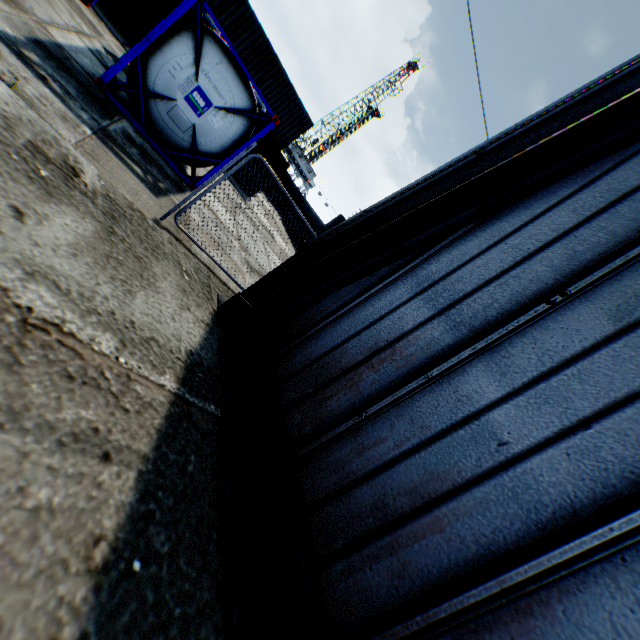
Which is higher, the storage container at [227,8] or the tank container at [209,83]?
the storage container at [227,8]

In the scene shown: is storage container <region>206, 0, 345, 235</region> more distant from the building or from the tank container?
the building

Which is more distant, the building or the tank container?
the tank container

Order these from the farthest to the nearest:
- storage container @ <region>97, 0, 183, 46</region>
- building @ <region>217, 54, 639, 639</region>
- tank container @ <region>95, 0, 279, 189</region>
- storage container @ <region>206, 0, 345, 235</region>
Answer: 1. storage container @ <region>206, 0, 345, 235</region>
2. storage container @ <region>97, 0, 183, 46</region>
3. tank container @ <region>95, 0, 279, 189</region>
4. building @ <region>217, 54, 639, 639</region>

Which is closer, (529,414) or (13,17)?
(529,414)

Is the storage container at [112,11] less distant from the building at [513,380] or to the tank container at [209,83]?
the tank container at [209,83]

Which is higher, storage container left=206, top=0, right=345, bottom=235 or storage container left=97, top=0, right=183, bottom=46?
storage container left=206, top=0, right=345, bottom=235

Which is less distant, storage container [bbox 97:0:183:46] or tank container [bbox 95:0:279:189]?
tank container [bbox 95:0:279:189]
